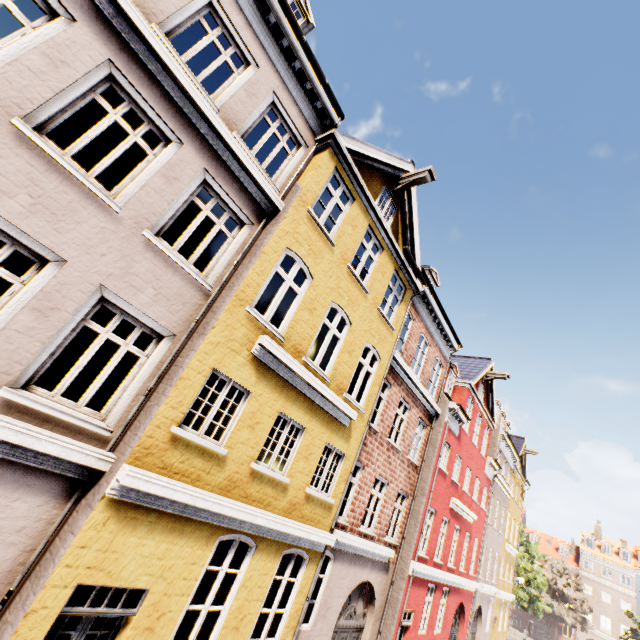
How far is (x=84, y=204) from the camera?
4.88m

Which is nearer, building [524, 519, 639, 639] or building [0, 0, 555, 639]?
building [0, 0, 555, 639]

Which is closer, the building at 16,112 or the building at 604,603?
the building at 16,112
